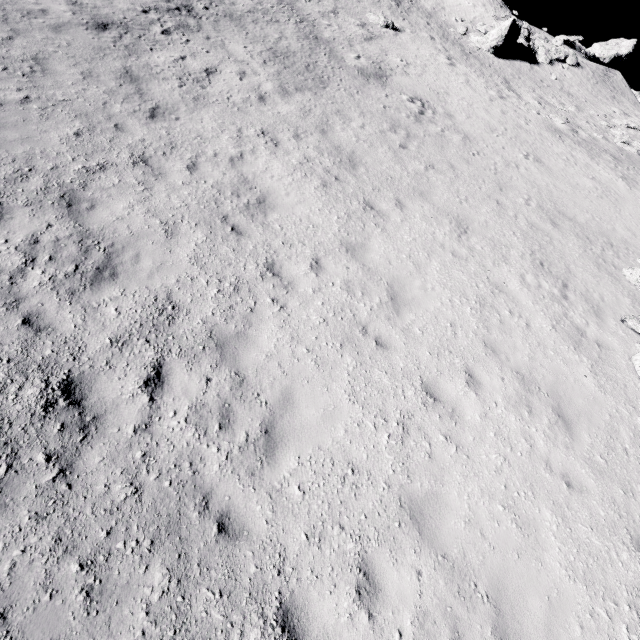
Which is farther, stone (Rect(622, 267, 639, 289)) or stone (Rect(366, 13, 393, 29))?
stone (Rect(366, 13, 393, 29))

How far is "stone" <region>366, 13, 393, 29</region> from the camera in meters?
22.1

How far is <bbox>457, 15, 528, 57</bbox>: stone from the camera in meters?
24.9

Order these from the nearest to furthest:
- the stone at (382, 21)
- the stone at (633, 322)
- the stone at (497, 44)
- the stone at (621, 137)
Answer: the stone at (633, 322) → the stone at (621, 137) → the stone at (382, 21) → the stone at (497, 44)

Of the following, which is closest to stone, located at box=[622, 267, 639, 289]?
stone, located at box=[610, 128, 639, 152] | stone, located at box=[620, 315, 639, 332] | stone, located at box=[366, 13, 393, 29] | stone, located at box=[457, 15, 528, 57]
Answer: stone, located at box=[620, 315, 639, 332]

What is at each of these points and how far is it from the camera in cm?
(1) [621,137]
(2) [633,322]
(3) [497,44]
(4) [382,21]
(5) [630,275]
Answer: (1) stone, 1911
(2) stone, 848
(3) stone, 2536
(4) stone, 2206
(5) stone, 1007

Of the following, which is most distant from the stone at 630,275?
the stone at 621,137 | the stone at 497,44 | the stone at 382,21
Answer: the stone at 497,44

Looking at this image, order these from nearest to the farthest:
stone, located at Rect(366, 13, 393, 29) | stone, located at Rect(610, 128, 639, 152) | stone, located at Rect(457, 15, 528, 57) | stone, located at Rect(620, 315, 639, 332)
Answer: stone, located at Rect(620, 315, 639, 332) < stone, located at Rect(610, 128, 639, 152) < stone, located at Rect(366, 13, 393, 29) < stone, located at Rect(457, 15, 528, 57)
